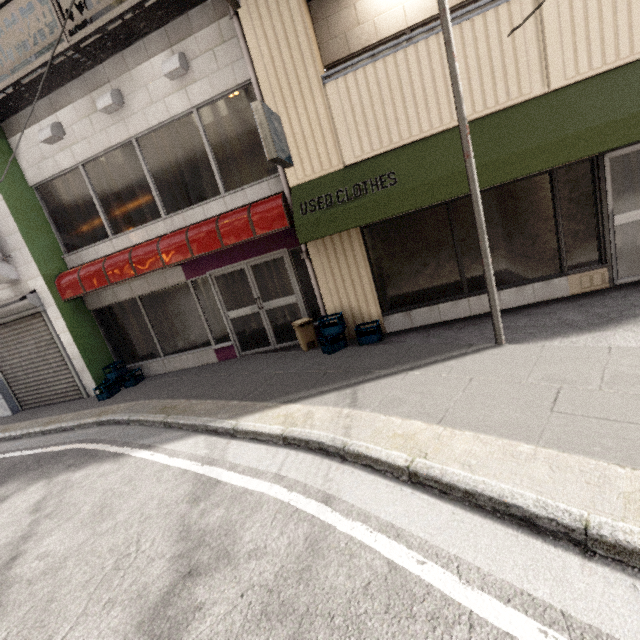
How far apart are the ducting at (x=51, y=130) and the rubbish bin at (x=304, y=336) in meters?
6.1 m

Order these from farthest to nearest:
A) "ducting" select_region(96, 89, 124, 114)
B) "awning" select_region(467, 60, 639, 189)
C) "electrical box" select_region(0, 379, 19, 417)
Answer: "electrical box" select_region(0, 379, 19, 417) → "ducting" select_region(96, 89, 124, 114) → "awning" select_region(467, 60, 639, 189)

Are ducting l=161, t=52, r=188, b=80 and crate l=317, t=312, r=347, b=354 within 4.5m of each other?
no

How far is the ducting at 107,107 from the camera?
5.99m

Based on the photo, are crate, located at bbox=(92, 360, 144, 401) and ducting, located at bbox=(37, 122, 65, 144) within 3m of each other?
no

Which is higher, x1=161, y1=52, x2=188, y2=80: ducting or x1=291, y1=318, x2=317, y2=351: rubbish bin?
x1=161, y1=52, x2=188, y2=80: ducting

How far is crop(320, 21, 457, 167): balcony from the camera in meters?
4.7

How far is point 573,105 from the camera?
4.3m
